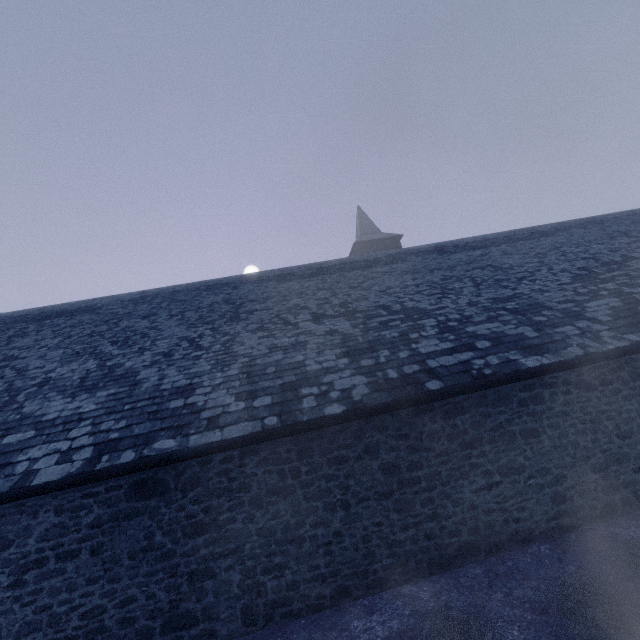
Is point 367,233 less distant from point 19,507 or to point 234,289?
point 234,289
